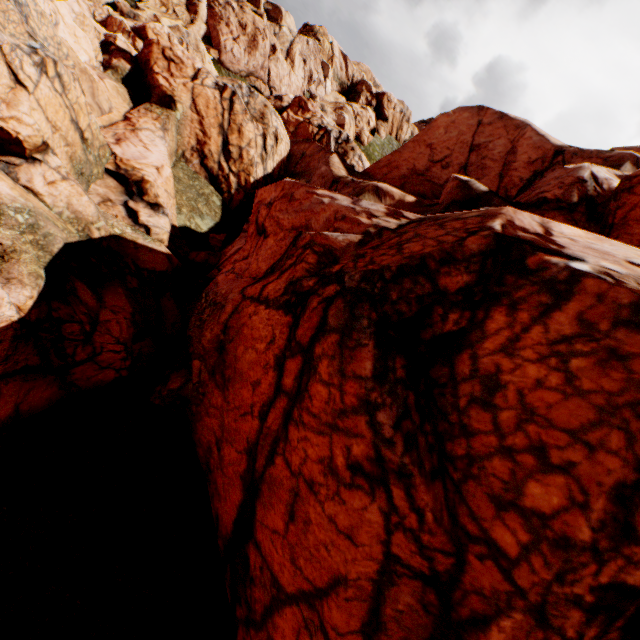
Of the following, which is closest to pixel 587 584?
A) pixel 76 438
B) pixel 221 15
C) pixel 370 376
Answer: pixel 370 376
